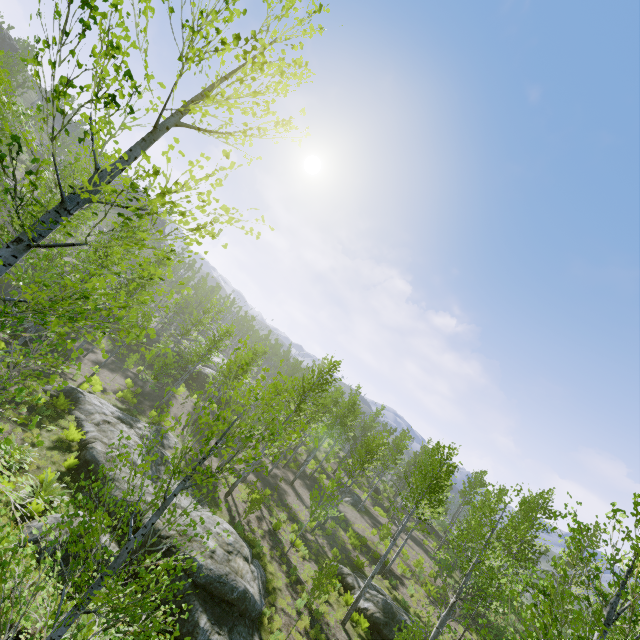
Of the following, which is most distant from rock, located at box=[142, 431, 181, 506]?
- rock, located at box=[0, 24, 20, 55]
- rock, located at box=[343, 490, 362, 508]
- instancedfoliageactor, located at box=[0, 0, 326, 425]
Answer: rock, located at box=[0, 24, 20, 55]

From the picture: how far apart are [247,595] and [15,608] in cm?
608

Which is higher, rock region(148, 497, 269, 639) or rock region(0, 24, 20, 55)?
rock region(0, 24, 20, 55)

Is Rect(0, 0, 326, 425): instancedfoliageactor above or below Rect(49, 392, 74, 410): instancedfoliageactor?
above

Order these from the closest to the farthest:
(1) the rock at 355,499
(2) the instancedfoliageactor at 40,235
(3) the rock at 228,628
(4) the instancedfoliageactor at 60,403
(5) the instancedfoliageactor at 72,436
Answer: (2) the instancedfoliageactor at 40,235
(3) the rock at 228,628
(5) the instancedfoliageactor at 72,436
(4) the instancedfoliageactor at 60,403
(1) the rock at 355,499

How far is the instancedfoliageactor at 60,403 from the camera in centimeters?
1559cm

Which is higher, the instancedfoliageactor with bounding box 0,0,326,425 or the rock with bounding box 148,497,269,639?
the instancedfoliageactor with bounding box 0,0,326,425

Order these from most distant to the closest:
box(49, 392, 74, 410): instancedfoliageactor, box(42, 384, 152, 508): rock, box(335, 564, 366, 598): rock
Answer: box(335, 564, 366, 598): rock
box(49, 392, 74, 410): instancedfoliageactor
box(42, 384, 152, 508): rock
